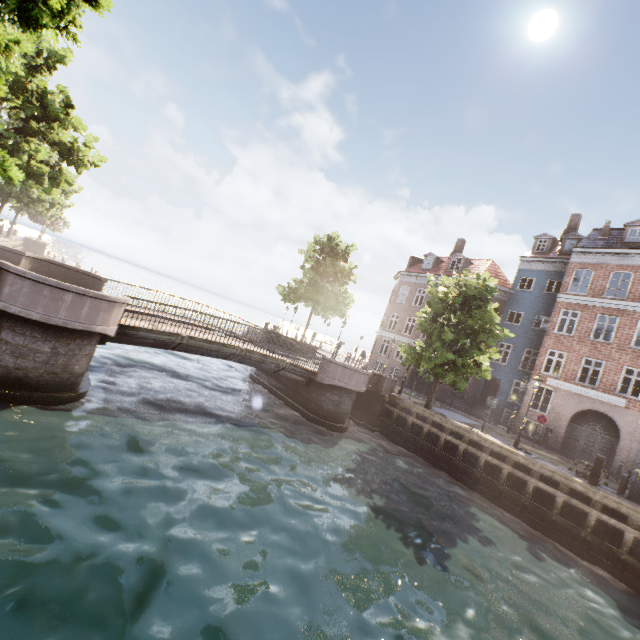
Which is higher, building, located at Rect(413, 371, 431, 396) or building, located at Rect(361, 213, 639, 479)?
building, located at Rect(361, 213, 639, 479)

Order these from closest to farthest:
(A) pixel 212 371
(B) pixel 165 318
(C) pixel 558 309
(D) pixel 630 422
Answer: (B) pixel 165 318
(D) pixel 630 422
(A) pixel 212 371
(C) pixel 558 309

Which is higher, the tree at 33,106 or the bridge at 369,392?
the tree at 33,106

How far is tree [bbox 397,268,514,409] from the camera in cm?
1700

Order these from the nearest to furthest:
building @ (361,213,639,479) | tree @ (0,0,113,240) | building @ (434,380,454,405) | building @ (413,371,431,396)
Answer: tree @ (0,0,113,240) → building @ (361,213,639,479) → building @ (434,380,454,405) → building @ (413,371,431,396)

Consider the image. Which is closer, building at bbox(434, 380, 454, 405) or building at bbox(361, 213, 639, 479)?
building at bbox(361, 213, 639, 479)

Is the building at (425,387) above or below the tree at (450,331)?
below

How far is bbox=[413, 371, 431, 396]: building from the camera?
28.3m
